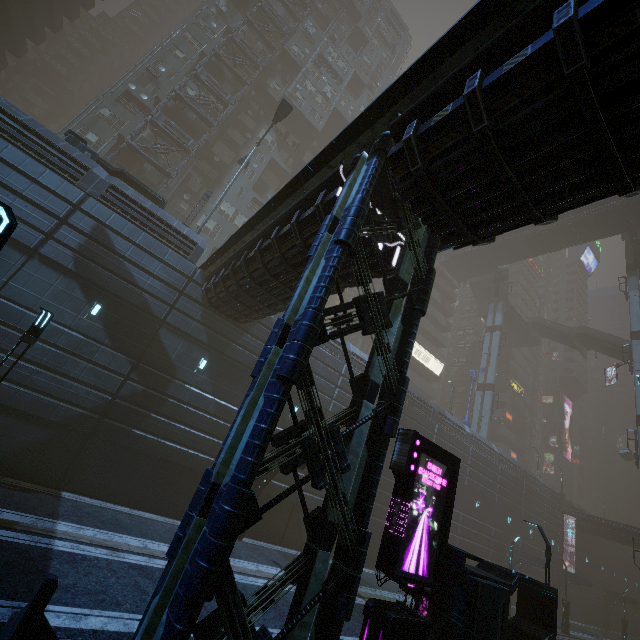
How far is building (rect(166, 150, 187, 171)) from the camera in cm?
3112

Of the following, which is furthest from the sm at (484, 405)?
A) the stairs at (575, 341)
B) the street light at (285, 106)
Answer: the street light at (285, 106)

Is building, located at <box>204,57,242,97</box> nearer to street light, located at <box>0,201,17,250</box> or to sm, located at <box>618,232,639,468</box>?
sm, located at <box>618,232,639,468</box>

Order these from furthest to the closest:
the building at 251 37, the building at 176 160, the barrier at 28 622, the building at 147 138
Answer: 1. the building at 251 37
2. the building at 176 160
3. the building at 147 138
4. the barrier at 28 622

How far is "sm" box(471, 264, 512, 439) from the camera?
40.3m

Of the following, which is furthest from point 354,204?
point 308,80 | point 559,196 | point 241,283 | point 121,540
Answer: point 308,80

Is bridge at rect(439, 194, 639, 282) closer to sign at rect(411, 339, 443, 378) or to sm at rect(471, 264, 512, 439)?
sm at rect(471, 264, 512, 439)
